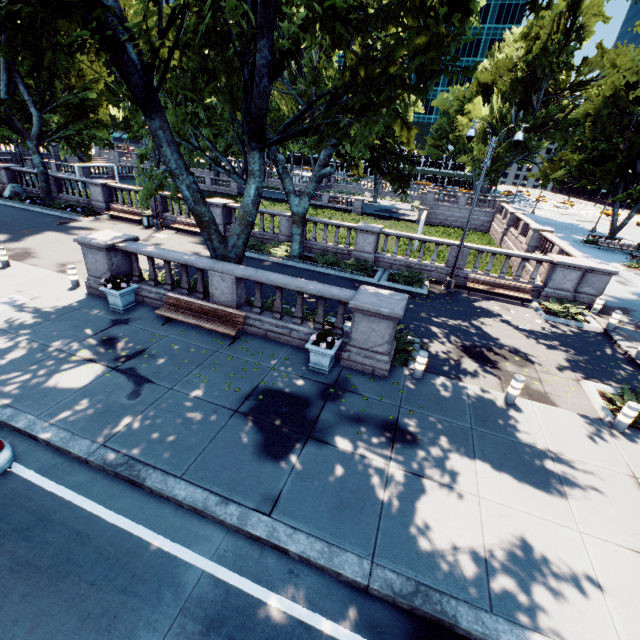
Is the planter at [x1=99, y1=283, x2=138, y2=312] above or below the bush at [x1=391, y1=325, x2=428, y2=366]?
above

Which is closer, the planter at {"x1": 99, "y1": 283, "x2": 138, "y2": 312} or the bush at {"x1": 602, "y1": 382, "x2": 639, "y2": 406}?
the bush at {"x1": 602, "y1": 382, "x2": 639, "y2": 406}

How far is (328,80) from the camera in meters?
8.4 m

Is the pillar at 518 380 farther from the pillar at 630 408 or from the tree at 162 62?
the tree at 162 62

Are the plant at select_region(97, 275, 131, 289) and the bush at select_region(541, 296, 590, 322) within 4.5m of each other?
no

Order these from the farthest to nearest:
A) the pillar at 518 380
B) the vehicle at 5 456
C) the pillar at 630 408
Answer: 1. the pillar at 518 380
2. the pillar at 630 408
3. the vehicle at 5 456

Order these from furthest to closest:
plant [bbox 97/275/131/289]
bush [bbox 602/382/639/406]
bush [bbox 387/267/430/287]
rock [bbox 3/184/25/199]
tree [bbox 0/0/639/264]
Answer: rock [bbox 3/184/25/199], bush [bbox 387/267/430/287], plant [bbox 97/275/131/289], bush [bbox 602/382/639/406], tree [bbox 0/0/639/264]

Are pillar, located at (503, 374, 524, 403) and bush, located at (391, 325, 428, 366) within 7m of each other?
yes
